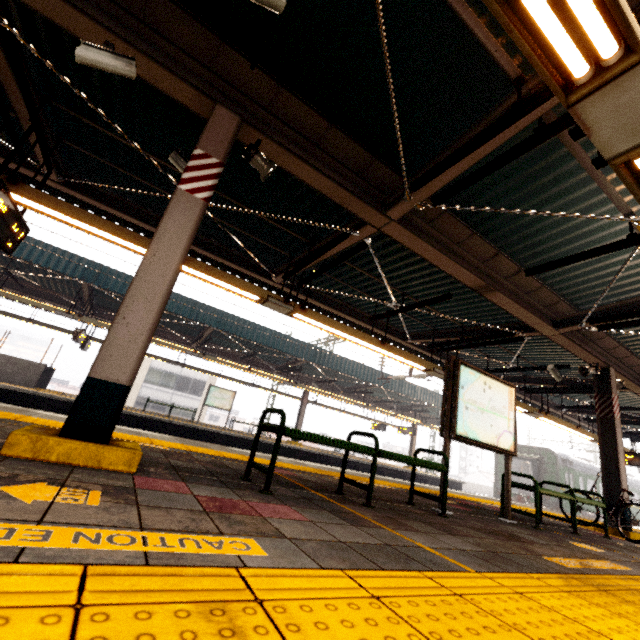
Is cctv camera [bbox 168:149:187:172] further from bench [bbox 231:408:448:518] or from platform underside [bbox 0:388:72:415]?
platform underside [bbox 0:388:72:415]

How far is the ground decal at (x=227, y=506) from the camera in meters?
2.0

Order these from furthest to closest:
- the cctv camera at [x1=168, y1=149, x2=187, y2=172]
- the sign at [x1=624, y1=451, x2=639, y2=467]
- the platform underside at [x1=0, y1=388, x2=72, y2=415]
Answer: the sign at [x1=624, y1=451, x2=639, y2=467] < the platform underside at [x1=0, y1=388, x2=72, y2=415] < the cctv camera at [x1=168, y1=149, x2=187, y2=172]

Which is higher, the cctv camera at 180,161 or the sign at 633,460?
the cctv camera at 180,161

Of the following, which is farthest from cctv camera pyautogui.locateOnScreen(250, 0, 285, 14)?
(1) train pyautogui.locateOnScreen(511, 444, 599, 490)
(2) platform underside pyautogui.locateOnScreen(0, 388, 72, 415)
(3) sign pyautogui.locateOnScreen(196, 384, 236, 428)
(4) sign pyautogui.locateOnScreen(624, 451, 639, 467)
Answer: (1) train pyautogui.locateOnScreen(511, 444, 599, 490)

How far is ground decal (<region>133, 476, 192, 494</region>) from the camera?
2.1 meters

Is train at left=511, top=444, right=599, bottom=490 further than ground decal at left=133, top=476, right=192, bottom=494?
Yes

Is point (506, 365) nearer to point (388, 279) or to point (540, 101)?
point (388, 279)
